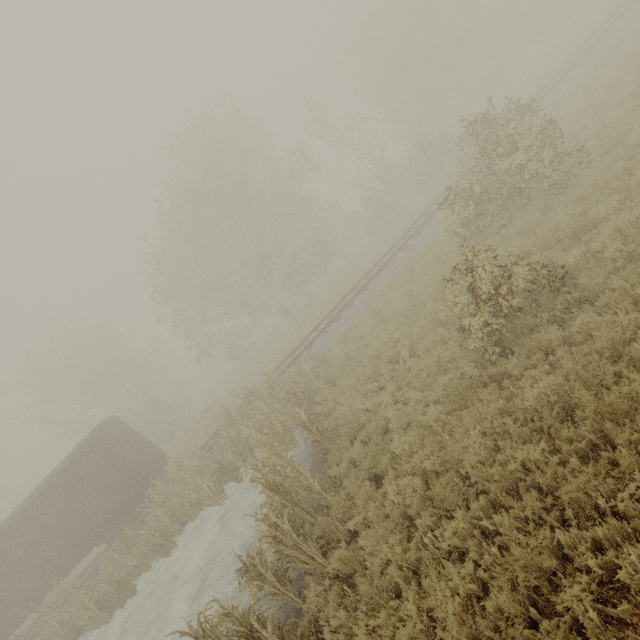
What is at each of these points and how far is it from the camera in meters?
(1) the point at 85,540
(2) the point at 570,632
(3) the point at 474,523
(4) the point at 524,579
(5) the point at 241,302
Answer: (1) boxcar, 15.1 m
(2) tree, 3.4 m
(3) tree, 4.9 m
(4) tree, 3.8 m
(5) tree, 25.2 m

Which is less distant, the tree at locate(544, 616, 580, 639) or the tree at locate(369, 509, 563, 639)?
the tree at locate(544, 616, 580, 639)

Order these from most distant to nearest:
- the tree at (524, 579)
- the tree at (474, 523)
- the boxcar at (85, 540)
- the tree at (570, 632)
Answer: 1. the boxcar at (85, 540)
2. the tree at (474, 523)
3. the tree at (524, 579)
4. the tree at (570, 632)

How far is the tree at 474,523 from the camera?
4.6 meters

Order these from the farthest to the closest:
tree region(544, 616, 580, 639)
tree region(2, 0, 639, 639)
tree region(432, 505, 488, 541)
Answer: tree region(2, 0, 639, 639)
tree region(432, 505, 488, 541)
tree region(544, 616, 580, 639)

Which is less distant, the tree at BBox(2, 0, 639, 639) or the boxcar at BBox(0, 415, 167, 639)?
the tree at BBox(2, 0, 639, 639)
